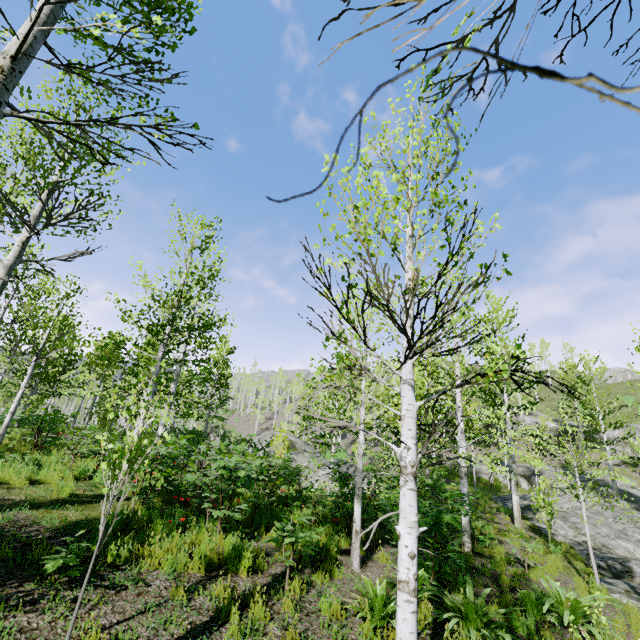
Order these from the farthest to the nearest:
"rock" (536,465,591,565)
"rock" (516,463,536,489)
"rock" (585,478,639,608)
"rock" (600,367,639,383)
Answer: "rock" (600,367,639,383) < "rock" (516,463,536,489) < "rock" (536,465,591,565) < "rock" (585,478,639,608)

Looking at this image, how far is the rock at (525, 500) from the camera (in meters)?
16.30

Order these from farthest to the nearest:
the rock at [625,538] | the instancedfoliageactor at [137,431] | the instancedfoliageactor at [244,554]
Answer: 1. the rock at [625,538]
2. the instancedfoliageactor at [244,554]
3. the instancedfoliageactor at [137,431]

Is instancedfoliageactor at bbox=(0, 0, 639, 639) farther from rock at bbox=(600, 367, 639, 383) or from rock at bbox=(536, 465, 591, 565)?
rock at bbox=(600, 367, 639, 383)

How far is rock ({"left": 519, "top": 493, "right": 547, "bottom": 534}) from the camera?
16.3 meters

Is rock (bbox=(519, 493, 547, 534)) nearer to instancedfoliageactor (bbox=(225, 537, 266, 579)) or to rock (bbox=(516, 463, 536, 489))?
instancedfoliageactor (bbox=(225, 537, 266, 579))

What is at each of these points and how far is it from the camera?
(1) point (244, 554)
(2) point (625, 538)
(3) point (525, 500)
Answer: (1) instancedfoliageactor, 5.8 meters
(2) rock, 14.8 meters
(3) rock, 20.4 meters
